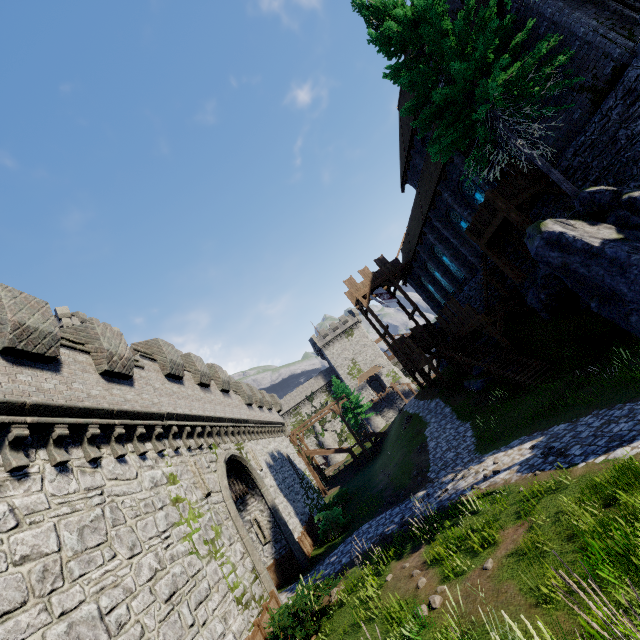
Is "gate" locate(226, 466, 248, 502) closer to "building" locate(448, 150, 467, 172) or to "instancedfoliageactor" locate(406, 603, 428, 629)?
"instancedfoliageactor" locate(406, 603, 428, 629)

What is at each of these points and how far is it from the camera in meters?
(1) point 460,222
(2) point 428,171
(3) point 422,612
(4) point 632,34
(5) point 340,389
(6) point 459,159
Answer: (1) window glass, 23.5 m
(2) building, 24.2 m
(3) instancedfoliageactor, 7.1 m
(4) building, 11.0 m
(5) instancedfoliageactor, 45.8 m
(6) building, 19.5 m

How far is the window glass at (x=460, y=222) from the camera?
23.0m

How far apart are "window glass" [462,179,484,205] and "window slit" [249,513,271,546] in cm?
2230

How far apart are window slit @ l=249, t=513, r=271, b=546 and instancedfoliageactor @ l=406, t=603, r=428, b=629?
11.78m

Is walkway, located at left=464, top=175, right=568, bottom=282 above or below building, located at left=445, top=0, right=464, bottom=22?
below

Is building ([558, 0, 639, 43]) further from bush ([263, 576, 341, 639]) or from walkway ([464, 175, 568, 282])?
bush ([263, 576, 341, 639])

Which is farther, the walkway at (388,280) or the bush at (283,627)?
the walkway at (388,280)
